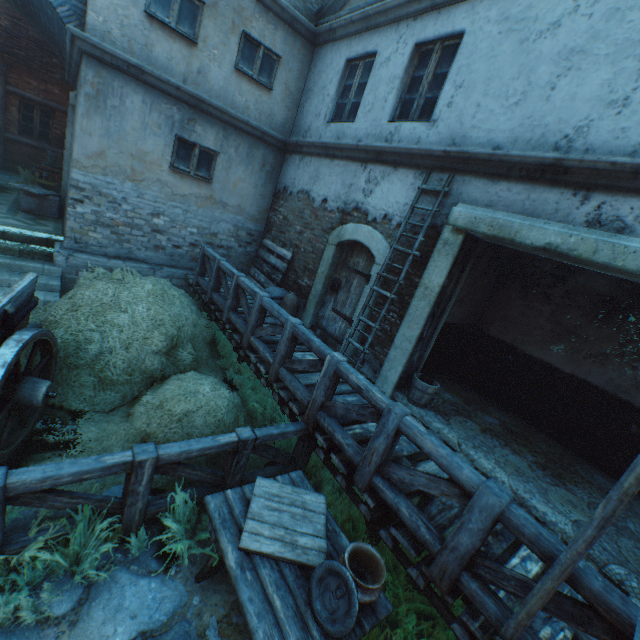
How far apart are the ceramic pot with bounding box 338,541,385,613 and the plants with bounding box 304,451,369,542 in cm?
103

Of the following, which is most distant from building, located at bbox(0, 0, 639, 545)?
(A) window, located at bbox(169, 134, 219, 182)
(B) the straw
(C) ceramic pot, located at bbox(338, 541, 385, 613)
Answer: (C) ceramic pot, located at bbox(338, 541, 385, 613)

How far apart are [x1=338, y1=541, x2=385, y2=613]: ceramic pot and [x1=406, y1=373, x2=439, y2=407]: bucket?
3.0 meters

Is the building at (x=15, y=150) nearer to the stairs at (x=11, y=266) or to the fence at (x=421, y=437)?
the stairs at (x=11, y=266)

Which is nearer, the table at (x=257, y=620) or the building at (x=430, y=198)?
the table at (x=257, y=620)

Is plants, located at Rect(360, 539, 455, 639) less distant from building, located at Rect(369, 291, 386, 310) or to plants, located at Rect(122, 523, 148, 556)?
plants, located at Rect(122, 523, 148, 556)

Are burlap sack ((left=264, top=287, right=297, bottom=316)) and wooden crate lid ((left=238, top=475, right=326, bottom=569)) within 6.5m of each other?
yes

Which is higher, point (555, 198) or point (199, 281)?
point (555, 198)
